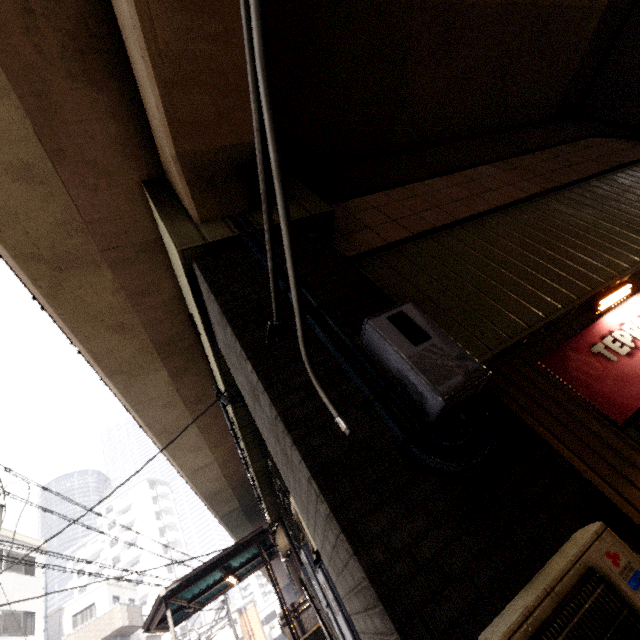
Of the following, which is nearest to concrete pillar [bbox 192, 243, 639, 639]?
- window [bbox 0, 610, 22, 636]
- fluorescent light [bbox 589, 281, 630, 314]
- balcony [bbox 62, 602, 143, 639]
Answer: fluorescent light [bbox 589, 281, 630, 314]

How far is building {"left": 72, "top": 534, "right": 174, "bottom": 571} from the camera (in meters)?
53.94

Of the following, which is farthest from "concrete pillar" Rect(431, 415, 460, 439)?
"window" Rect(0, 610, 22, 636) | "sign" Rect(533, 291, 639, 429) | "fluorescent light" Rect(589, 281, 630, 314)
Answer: "window" Rect(0, 610, 22, 636)

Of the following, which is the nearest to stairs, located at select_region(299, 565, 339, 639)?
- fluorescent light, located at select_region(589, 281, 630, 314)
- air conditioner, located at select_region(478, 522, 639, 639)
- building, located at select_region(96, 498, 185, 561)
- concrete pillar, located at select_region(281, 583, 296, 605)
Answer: air conditioner, located at select_region(478, 522, 639, 639)

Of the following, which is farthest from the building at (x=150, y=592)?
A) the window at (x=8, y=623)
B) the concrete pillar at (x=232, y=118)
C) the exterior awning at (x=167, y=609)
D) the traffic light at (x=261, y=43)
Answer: the traffic light at (x=261, y=43)

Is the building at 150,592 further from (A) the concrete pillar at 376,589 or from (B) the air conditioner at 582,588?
(B) the air conditioner at 582,588

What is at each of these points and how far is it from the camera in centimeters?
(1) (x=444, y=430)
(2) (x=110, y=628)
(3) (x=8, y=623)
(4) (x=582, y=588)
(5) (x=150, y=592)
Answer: (1) concrete pillar, 199cm
(2) balcony, 2097cm
(3) window, 1666cm
(4) air conditioner, 129cm
(5) building, 5162cm

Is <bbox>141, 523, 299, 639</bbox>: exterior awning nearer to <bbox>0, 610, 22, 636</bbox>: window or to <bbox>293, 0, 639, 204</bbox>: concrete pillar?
<bbox>0, 610, 22, 636</bbox>: window
